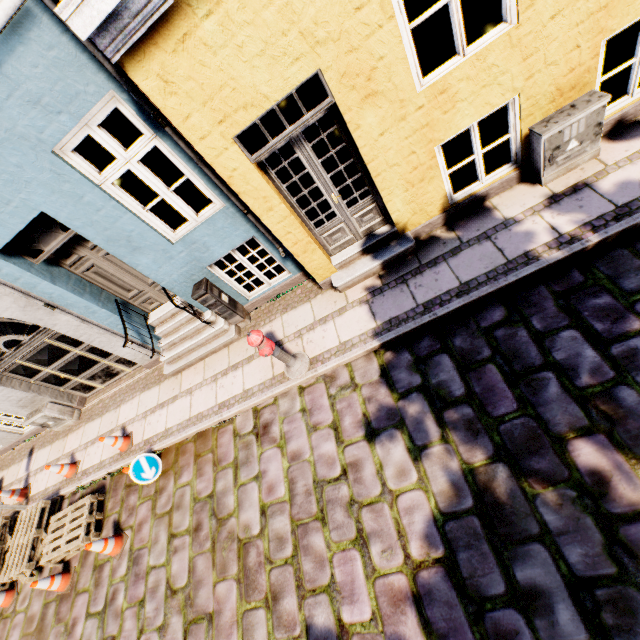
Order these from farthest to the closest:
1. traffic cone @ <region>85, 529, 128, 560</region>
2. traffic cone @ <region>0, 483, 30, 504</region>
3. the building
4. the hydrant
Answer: traffic cone @ <region>0, 483, 30, 504</region>
traffic cone @ <region>85, 529, 128, 560</region>
the hydrant
the building

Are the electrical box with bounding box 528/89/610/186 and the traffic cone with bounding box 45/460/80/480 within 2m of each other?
no

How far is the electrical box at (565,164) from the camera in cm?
393

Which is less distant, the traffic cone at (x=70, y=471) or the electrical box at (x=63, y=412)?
the traffic cone at (x=70, y=471)

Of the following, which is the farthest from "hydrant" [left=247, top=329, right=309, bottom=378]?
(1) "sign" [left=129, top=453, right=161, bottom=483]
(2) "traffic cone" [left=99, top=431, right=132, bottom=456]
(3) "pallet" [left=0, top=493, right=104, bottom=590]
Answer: (3) "pallet" [left=0, top=493, right=104, bottom=590]

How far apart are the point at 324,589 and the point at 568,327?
4.2m

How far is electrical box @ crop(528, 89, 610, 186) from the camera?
3.9m

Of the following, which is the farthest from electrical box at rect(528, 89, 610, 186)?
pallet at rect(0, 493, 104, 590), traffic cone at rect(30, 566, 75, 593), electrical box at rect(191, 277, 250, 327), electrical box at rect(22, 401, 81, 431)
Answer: electrical box at rect(22, 401, 81, 431)
